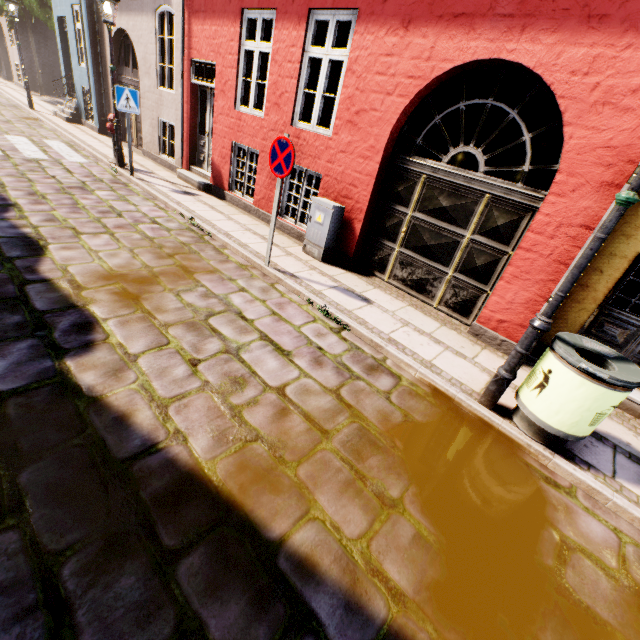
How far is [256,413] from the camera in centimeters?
288cm

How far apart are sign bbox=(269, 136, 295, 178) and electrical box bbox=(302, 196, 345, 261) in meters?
1.2 m

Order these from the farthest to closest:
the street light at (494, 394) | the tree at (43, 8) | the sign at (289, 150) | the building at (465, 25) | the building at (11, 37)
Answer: the building at (11, 37)
the tree at (43, 8)
the sign at (289, 150)
the building at (465, 25)
the street light at (494, 394)

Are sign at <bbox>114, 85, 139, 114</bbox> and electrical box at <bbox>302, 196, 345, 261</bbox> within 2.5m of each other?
no

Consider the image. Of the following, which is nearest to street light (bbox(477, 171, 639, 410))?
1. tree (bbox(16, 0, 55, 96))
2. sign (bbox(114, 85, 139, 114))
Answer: tree (bbox(16, 0, 55, 96))

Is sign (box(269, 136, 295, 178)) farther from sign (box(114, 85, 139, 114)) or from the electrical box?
sign (box(114, 85, 139, 114))

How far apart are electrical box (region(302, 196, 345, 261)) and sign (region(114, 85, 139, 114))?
5.4 meters

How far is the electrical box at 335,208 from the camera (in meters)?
5.78
